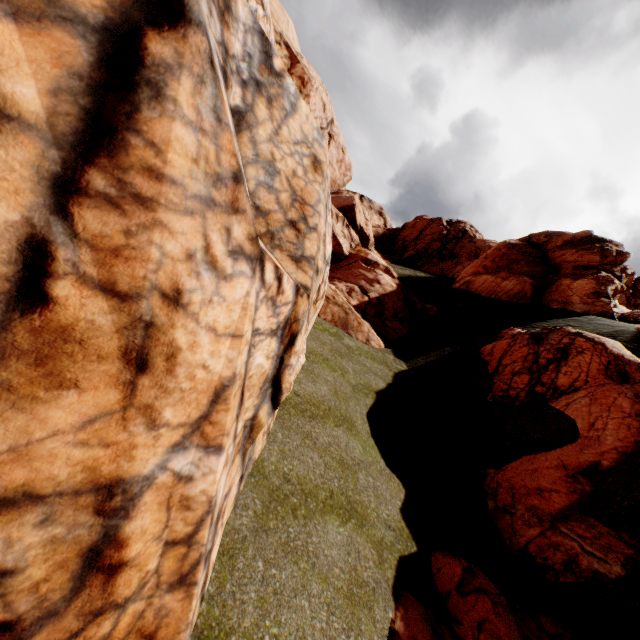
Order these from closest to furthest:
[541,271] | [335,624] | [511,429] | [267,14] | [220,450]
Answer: [220,450] < [335,624] < [511,429] < [541,271] < [267,14]

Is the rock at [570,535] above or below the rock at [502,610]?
above

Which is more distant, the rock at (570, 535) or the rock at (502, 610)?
the rock at (570, 535)

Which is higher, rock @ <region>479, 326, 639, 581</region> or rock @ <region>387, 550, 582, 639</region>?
rock @ <region>479, 326, 639, 581</region>

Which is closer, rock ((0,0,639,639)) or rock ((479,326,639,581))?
rock ((0,0,639,639))

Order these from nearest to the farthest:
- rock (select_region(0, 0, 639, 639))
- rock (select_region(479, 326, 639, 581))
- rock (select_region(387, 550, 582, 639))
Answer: rock (select_region(0, 0, 639, 639)) → rock (select_region(387, 550, 582, 639)) → rock (select_region(479, 326, 639, 581))
